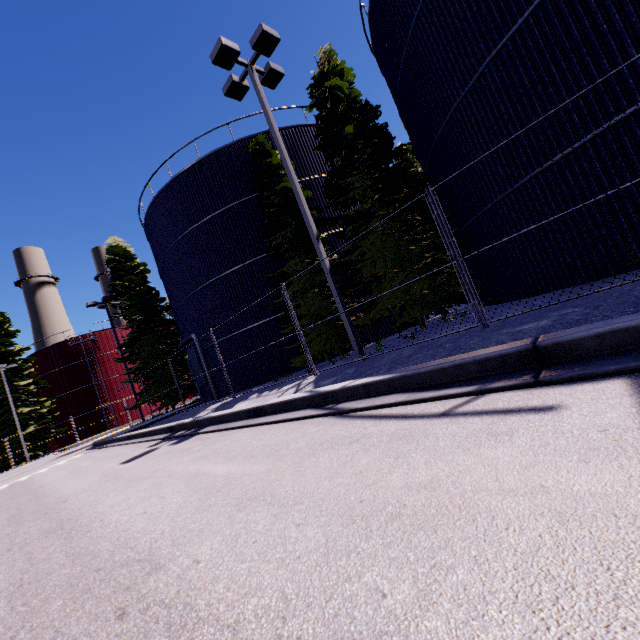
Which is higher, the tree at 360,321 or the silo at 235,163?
the silo at 235,163

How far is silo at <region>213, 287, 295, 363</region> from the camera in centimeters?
1605cm

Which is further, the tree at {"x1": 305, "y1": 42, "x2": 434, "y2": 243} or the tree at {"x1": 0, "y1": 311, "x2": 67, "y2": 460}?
the tree at {"x1": 0, "y1": 311, "x2": 67, "y2": 460}

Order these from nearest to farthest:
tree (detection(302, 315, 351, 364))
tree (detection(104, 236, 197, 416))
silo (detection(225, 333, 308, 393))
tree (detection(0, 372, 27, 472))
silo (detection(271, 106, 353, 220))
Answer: tree (detection(302, 315, 351, 364)) < silo (detection(225, 333, 308, 393)) < silo (detection(271, 106, 353, 220)) < tree (detection(104, 236, 197, 416)) < tree (detection(0, 372, 27, 472))

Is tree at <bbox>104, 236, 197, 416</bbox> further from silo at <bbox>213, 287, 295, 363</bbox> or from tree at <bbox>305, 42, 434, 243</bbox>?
tree at <bbox>305, 42, 434, 243</bbox>

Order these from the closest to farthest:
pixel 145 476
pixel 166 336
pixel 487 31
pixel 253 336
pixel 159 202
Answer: pixel 145 476 < pixel 487 31 < pixel 253 336 < pixel 159 202 < pixel 166 336

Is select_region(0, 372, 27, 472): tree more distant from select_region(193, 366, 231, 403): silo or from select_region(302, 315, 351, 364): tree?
select_region(302, 315, 351, 364): tree

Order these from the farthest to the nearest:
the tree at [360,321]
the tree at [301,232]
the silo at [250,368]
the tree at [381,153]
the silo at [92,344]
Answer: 1. the silo at [92,344]
2. the silo at [250,368]
3. the tree at [301,232]
4. the tree at [381,153]
5. the tree at [360,321]
